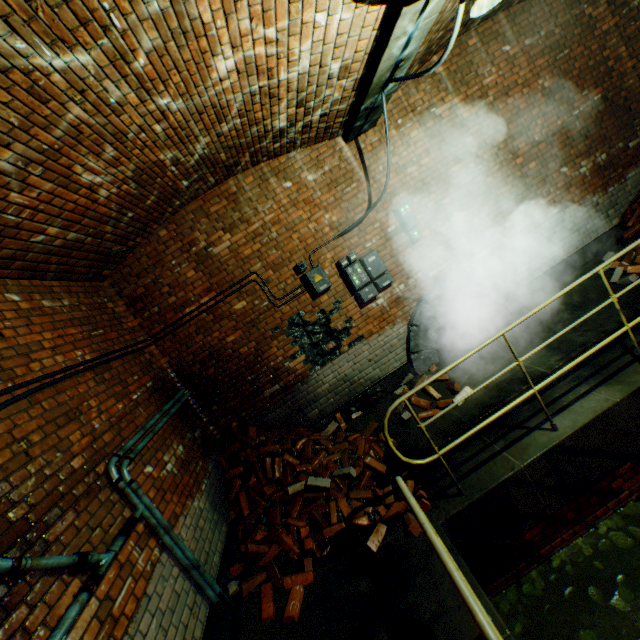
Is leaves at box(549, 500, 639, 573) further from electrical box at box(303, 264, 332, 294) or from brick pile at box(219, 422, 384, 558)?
electrical box at box(303, 264, 332, 294)

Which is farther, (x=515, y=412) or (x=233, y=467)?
(x=233, y=467)

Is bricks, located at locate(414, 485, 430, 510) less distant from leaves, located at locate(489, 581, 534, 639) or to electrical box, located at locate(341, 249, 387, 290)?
leaves, located at locate(489, 581, 534, 639)

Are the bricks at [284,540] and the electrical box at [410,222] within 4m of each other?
no

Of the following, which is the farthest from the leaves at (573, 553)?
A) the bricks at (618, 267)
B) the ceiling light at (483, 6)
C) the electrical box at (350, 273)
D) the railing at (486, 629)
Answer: the ceiling light at (483, 6)

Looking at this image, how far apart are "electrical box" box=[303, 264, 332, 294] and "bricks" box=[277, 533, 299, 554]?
3.3 meters

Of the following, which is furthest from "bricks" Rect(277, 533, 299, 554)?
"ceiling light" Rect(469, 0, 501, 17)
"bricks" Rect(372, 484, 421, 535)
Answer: "ceiling light" Rect(469, 0, 501, 17)

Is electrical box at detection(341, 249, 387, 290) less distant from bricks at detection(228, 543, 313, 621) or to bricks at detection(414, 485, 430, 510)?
bricks at detection(414, 485, 430, 510)
